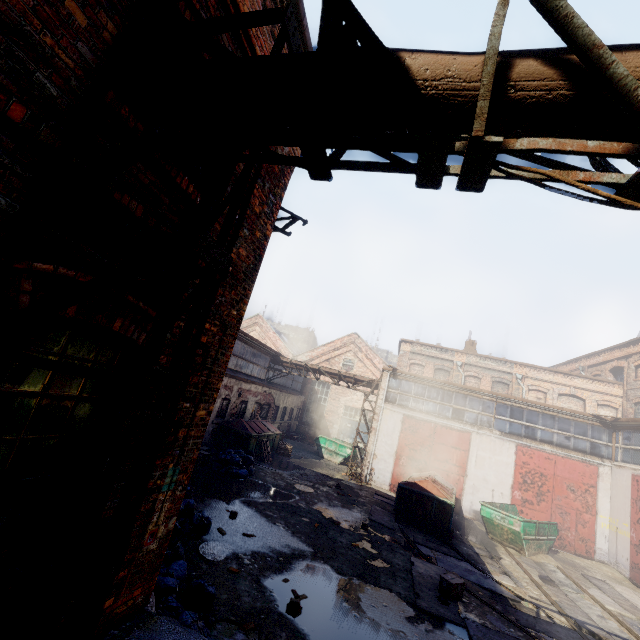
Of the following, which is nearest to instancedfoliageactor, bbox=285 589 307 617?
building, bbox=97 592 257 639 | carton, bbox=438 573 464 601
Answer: building, bbox=97 592 257 639

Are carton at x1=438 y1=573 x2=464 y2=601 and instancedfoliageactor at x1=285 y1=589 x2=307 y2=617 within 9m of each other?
yes

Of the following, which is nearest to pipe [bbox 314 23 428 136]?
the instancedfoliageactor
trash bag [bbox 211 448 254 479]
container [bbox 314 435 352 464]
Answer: the instancedfoliageactor

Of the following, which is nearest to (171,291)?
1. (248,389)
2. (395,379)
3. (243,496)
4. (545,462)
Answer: (243,496)

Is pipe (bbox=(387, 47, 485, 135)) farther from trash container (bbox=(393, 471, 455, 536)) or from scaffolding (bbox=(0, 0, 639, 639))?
trash container (bbox=(393, 471, 455, 536))

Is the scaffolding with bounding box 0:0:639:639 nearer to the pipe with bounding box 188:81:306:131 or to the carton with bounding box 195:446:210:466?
the pipe with bounding box 188:81:306:131

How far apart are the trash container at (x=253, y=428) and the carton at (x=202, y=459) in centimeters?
215cm

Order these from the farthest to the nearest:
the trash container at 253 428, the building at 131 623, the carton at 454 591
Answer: the trash container at 253 428 < the carton at 454 591 < the building at 131 623
